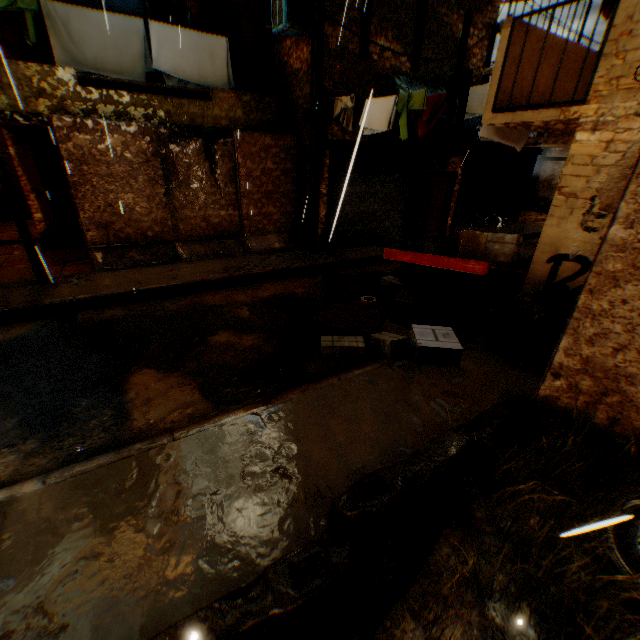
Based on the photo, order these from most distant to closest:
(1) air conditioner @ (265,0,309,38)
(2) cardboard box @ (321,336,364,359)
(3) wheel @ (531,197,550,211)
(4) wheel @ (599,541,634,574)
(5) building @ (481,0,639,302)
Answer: (3) wheel @ (531,197,550,211), (1) air conditioner @ (265,0,309,38), (2) cardboard box @ (321,336,364,359), (5) building @ (481,0,639,302), (4) wheel @ (599,541,634,574)

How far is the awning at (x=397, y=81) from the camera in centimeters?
943cm

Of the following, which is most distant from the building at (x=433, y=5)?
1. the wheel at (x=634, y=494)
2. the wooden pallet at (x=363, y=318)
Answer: the wheel at (x=634, y=494)

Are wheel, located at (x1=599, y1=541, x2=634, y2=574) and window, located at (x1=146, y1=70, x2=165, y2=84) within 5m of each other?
no

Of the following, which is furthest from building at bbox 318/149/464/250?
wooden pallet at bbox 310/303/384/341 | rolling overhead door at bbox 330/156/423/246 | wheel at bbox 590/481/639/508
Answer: wheel at bbox 590/481/639/508

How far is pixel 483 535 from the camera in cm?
283

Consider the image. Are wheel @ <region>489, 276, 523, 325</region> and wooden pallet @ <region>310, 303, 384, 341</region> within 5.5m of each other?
yes

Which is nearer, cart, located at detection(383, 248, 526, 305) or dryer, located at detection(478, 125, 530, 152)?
cart, located at detection(383, 248, 526, 305)
